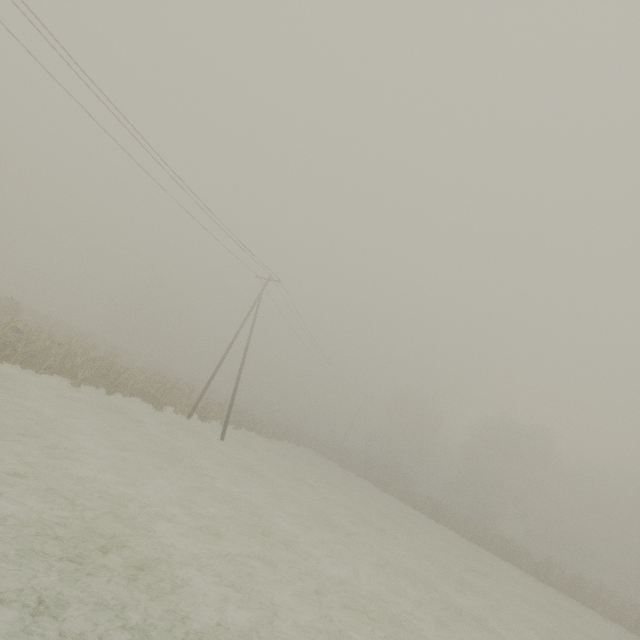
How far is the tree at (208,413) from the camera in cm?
2512

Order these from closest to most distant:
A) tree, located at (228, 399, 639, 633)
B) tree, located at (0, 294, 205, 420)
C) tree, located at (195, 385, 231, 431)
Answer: tree, located at (0, 294, 205, 420)
tree, located at (195, 385, 231, 431)
tree, located at (228, 399, 639, 633)

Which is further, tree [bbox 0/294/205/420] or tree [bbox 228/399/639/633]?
tree [bbox 228/399/639/633]

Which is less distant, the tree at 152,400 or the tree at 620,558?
the tree at 152,400

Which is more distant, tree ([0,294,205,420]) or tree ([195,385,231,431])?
tree ([195,385,231,431])

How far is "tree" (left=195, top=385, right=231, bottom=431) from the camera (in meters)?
25.12

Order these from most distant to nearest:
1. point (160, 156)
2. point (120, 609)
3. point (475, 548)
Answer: point (475, 548)
point (160, 156)
point (120, 609)
